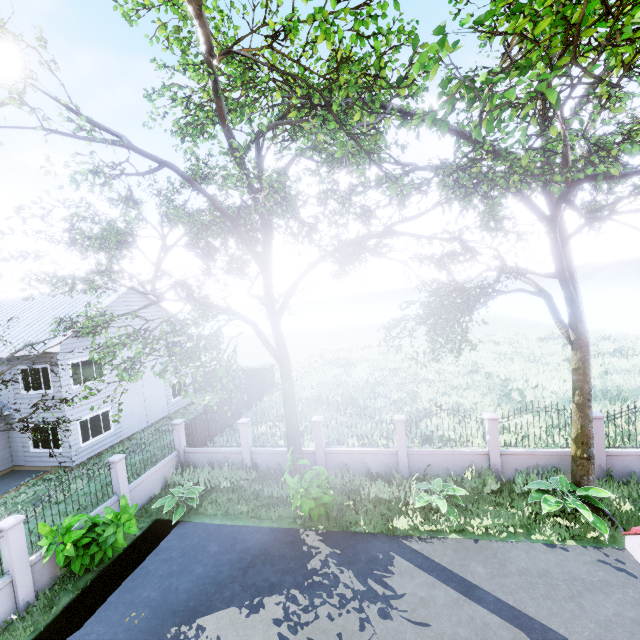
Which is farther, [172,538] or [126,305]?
[126,305]

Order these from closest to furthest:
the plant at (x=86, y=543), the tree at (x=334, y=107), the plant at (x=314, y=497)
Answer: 1. the tree at (x=334, y=107)
2. the plant at (x=86, y=543)
3. the plant at (x=314, y=497)

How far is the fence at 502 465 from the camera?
11.58m

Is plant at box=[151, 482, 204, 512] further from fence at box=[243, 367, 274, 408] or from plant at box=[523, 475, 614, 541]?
plant at box=[523, 475, 614, 541]

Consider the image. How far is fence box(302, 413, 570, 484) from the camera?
11.58m

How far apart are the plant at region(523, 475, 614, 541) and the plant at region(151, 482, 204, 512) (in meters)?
11.21

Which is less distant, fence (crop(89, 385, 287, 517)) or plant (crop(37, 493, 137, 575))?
plant (crop(37, 493, 137, 575))
